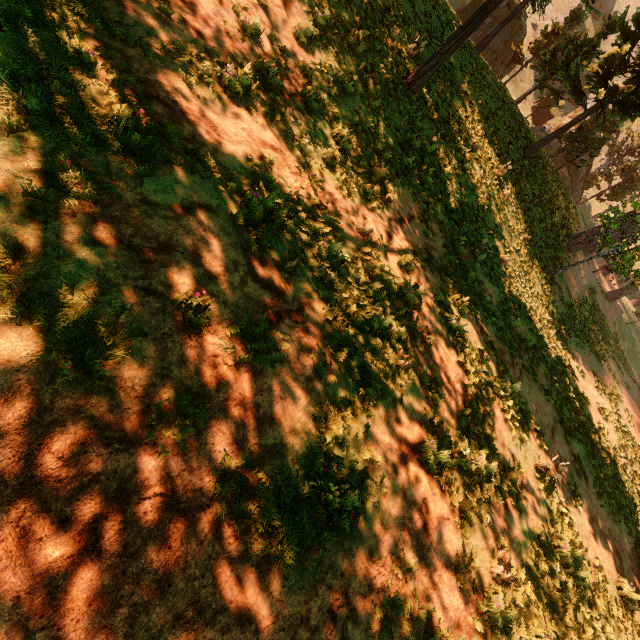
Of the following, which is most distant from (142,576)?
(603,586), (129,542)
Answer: (603,586)
